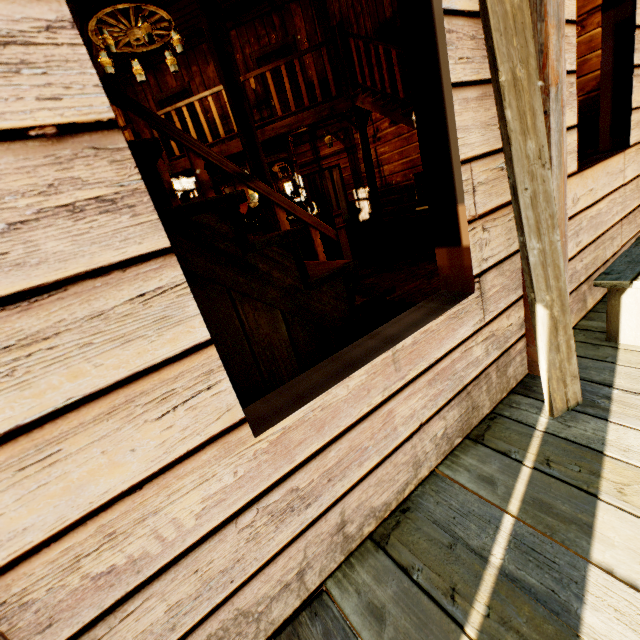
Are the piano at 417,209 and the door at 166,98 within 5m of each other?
no

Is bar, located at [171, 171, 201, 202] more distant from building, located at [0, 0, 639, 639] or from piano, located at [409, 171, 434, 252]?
piano, located at [409, 171, 434, 252]

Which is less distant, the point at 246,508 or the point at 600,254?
the point at 246,508

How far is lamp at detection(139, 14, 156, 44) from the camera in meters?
4.8 m

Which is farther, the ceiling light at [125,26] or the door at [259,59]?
the door at [259,59]

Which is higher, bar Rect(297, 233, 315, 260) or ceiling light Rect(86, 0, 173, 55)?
ceiling light Rect(86, 0, 173, 55)

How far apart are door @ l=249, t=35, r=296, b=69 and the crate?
4.12m

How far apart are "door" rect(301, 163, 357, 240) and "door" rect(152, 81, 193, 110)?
2.4m
